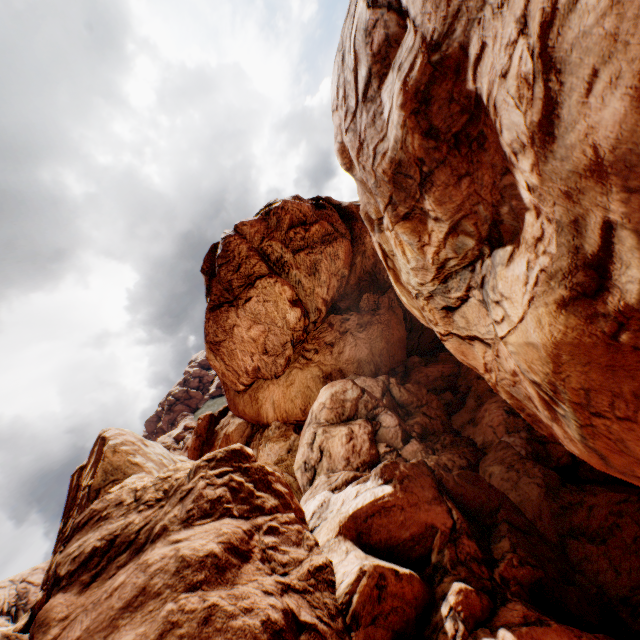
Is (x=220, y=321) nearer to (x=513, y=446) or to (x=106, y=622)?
(x=106, y=622)
